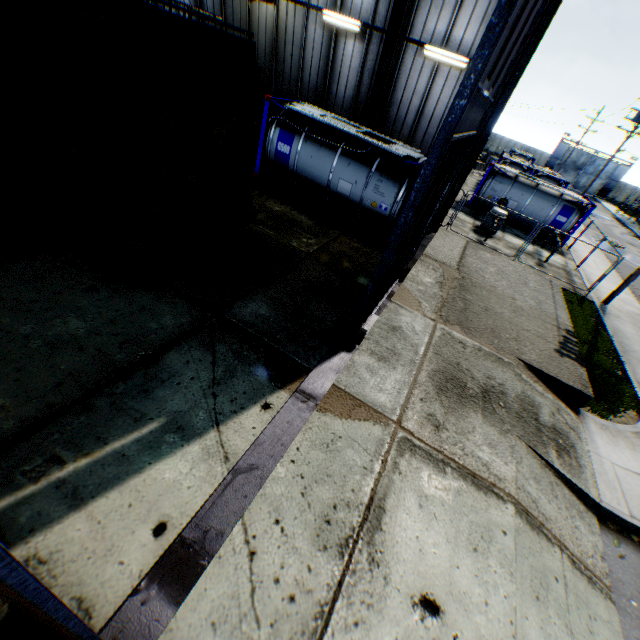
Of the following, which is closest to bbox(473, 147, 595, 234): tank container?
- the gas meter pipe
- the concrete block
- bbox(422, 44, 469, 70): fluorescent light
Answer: the gas meter pipe

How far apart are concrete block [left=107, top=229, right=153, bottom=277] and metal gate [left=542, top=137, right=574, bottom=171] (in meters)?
70.87

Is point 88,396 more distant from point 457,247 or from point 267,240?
point 457,247

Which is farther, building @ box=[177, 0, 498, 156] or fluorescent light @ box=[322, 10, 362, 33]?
fluorescent light @ box=[322, 10, 362, 33]

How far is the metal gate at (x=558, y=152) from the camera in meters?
54.6

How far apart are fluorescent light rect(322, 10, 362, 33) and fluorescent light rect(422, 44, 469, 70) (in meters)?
2.57

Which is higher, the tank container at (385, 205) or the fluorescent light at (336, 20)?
the fluorescent light at (336, 20)

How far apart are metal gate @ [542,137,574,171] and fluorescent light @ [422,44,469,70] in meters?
60.5
